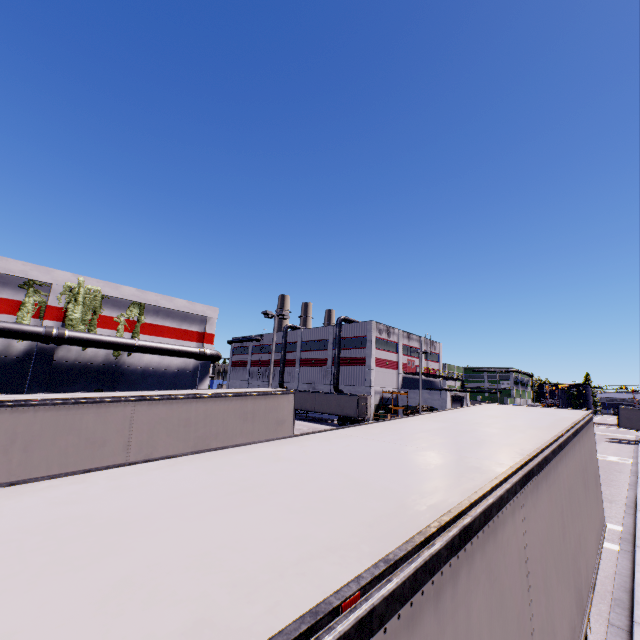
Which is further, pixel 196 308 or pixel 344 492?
pixel 196 308

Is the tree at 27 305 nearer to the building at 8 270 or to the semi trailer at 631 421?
the building at 8 270

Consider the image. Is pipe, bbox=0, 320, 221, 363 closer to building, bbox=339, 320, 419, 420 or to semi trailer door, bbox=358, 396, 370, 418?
building, bbox=339, 320, 419, 420

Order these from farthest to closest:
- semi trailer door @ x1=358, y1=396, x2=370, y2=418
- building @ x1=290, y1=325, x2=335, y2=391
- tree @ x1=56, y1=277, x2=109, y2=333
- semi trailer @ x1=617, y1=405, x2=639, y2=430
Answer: building @ x1=290, y1=325, x2=335, y2=391 → semi trailer @ x1=617, y1=405, x2=639, y2=430 → semi trailer door @ x1=358, y1=396, x2=370, y2=418 → tree @ x1=56, y1=277, x2=109, y2=333

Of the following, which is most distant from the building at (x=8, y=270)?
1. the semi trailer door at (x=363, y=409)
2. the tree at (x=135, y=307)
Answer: the semi trailer door at (x=363, y=409)

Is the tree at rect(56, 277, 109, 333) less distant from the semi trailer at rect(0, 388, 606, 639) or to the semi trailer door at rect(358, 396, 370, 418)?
the semi trailer at rect(0, 388, 606, 639)

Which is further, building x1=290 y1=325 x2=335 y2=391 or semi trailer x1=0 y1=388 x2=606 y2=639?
building x1=290 y1=325 x2=335 y2=391

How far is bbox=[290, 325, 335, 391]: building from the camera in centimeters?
5397cm
